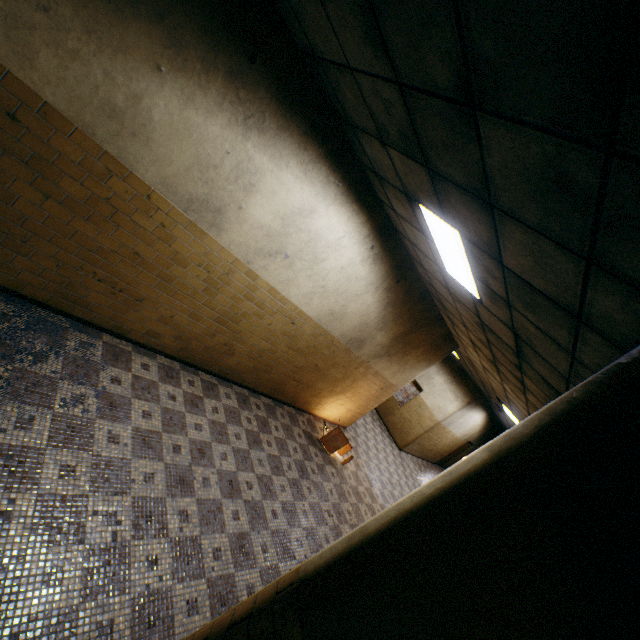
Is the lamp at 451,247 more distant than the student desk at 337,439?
No

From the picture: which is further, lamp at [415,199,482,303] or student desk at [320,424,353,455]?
student desk at [320,424,353,455]

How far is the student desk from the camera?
7.4m

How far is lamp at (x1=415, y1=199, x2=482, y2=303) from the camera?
3.0m

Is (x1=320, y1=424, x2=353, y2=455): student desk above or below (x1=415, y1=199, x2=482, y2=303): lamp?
below

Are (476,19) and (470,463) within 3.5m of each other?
yes

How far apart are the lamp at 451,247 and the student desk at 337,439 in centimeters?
467cm

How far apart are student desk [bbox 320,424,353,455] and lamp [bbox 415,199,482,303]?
4.7m
